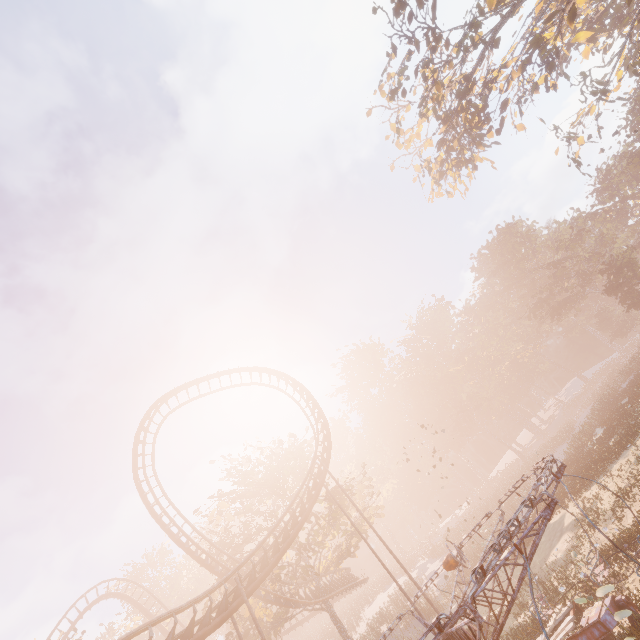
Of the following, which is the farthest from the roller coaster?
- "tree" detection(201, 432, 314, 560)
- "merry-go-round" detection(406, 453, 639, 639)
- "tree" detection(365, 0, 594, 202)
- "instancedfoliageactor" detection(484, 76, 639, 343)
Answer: "tree" detection(365, 0, 594, 202)

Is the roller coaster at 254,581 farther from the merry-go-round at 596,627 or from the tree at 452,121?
the tree at 452,121

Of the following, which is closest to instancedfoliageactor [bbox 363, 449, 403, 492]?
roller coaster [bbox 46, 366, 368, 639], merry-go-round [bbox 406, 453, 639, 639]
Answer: roller coaster [bbox 46, 366, 368, 639]

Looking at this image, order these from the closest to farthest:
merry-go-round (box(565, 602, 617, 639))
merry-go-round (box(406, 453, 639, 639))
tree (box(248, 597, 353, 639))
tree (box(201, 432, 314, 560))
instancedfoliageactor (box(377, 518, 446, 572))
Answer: merry-go-round (box(406, 453, 639, 639))
merry-go-round (box(565, 602, 617, 639))
tree (box(248, 597, 353, 639))
tree (box(201, 432, 314, 560))
instancedfoliageactor (box(377, 518, 446, 572))

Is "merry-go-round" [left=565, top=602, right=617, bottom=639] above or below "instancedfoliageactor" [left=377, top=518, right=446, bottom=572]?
below

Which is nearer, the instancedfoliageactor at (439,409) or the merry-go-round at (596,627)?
the merry-go-round at (596,627)

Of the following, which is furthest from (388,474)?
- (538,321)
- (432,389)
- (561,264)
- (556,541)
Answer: (561,264)

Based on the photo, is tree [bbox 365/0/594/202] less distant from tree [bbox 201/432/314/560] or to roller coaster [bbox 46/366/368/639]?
roller coaster [bbox 46/366/368/639]
